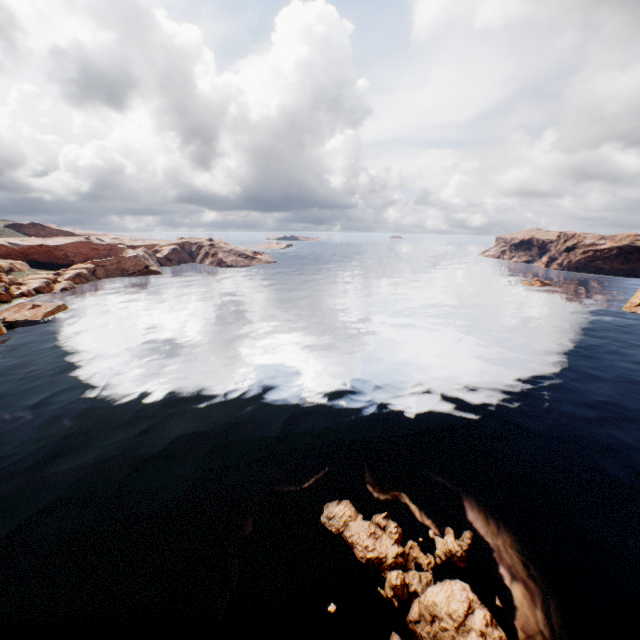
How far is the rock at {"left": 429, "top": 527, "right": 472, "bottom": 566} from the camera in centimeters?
1922cm

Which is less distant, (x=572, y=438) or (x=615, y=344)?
(x=572, y=438)

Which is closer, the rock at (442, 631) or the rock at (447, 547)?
the rock at (442, 631)

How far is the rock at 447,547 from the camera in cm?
1922

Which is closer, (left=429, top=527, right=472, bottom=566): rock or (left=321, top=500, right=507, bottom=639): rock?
(left=321, top=500, right=507, bottom=639): rock
